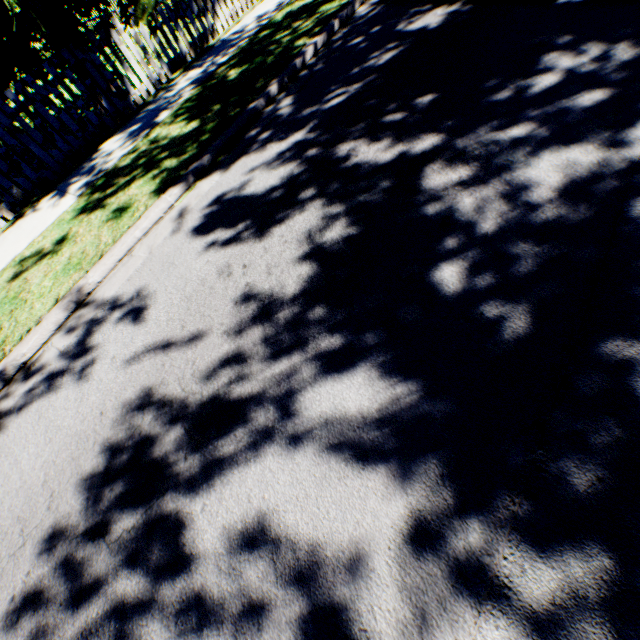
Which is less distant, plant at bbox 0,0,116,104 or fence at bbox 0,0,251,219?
plant at bbox 0,0,116,104

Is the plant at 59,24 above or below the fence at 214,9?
above

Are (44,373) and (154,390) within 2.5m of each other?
yes

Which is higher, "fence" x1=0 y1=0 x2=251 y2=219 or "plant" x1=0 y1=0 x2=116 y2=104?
"plant" x1=0 y1=0 x2=116 y2=104
